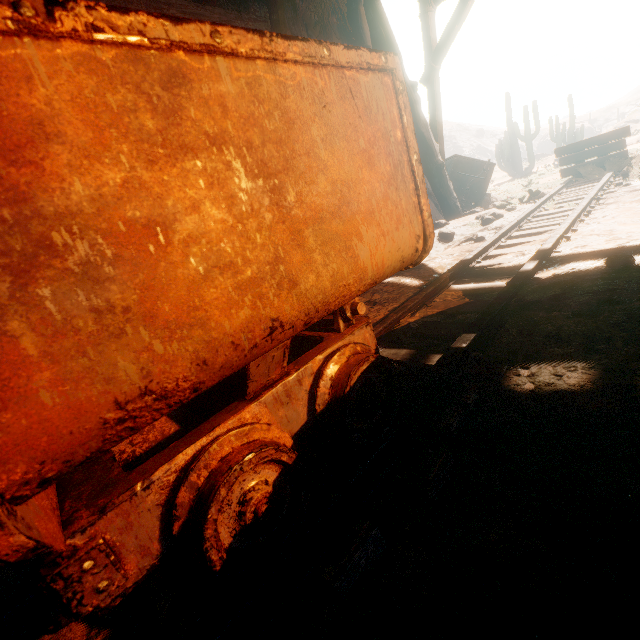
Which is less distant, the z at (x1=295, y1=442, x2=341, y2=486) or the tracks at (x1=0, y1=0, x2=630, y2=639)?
the tracks at (x1=0, y1=0, x2=630, y2=639)

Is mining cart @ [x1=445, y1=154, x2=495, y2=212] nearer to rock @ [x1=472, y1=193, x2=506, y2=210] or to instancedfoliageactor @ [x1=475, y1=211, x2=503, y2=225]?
rock @ [x1=472, y1=193, x2=506, y2=210]

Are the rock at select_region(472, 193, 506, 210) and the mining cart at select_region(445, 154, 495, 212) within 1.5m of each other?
yes

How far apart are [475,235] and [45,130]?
5.4 meters

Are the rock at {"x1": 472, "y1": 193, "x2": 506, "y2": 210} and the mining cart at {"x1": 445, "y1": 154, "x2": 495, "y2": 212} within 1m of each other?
yes

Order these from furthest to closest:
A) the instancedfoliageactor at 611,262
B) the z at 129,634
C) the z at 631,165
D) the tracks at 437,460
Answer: the z at 631,165 < the instancedfoliageactor at 611,262 < the z at 129,634 < the tracks at 437,460

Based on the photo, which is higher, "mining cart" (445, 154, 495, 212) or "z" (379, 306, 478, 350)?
"mining cart" (445, 154, 495, 212)

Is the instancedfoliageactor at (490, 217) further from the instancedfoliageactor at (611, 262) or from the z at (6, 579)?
the instancedfoliageactor at (611, 262)
